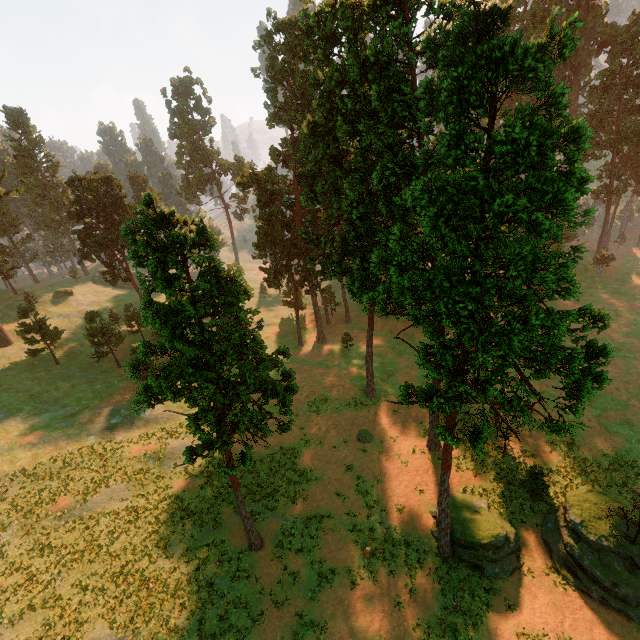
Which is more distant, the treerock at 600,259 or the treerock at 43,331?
the treerock at 600,259

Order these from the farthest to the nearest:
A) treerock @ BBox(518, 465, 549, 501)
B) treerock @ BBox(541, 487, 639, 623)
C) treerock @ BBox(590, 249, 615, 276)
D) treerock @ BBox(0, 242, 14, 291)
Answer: treerock @ BBox(590, 249, 615, 276), treerock @ BBox(0, 242, 14, 291), treerock @ BBox(518, 465, 549, 501), treerock @ BBox(541, 487, 639, 623)

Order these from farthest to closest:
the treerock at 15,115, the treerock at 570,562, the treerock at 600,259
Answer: the treerock at 15,115
the treerock at 600,259
the treerock at 570,562

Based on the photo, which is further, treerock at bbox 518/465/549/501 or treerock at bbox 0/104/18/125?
treerock at bbox 0/104/18/125

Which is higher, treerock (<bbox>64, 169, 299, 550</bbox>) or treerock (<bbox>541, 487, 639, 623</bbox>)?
treerock (<bbox>64, 169, 299, 550</bbox>)

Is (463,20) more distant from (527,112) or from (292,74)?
(292,74)
